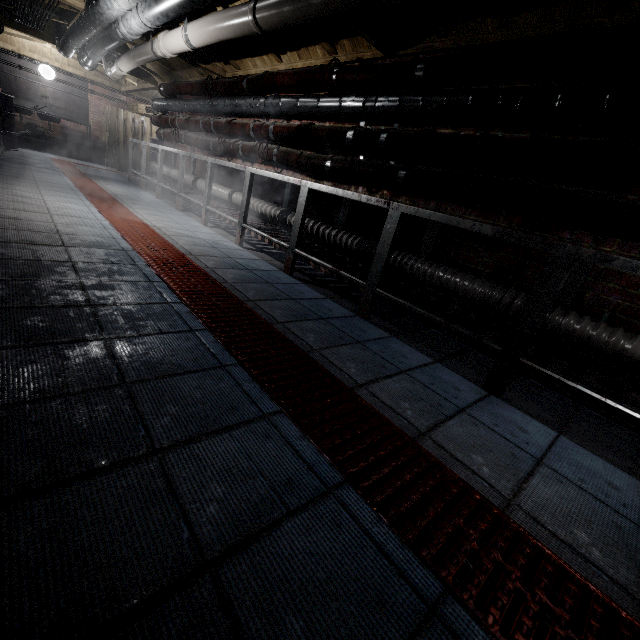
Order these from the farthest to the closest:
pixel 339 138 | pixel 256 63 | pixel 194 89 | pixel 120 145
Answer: pixel 120 145
pixel 194 89
pixel 256 63
pixel 339 138

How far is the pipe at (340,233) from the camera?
2.8 meters

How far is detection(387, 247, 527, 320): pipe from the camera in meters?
2.1 m

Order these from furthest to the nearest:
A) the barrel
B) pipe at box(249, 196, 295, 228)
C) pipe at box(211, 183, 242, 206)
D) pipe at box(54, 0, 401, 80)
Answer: the barrel, pipe at box(211, 183, 242, 206), pipe at box(249, 196, 295, 228), pipe at box(54, 0, 401, 80)

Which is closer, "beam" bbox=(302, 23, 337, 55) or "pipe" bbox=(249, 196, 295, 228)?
"beam" bbox=(302, 23, 337, 55)

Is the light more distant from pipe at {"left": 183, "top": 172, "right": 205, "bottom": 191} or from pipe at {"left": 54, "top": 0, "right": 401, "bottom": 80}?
pipe at {"left": 183, "top": 172, "right": 205, "bottom": 191}

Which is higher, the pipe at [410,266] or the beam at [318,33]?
the beam at [318,33]

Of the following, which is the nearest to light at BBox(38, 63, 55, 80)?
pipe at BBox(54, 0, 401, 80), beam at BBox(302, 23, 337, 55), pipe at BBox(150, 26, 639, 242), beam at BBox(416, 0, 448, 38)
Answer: pipe at BBox(54, 0, 401, 80)
